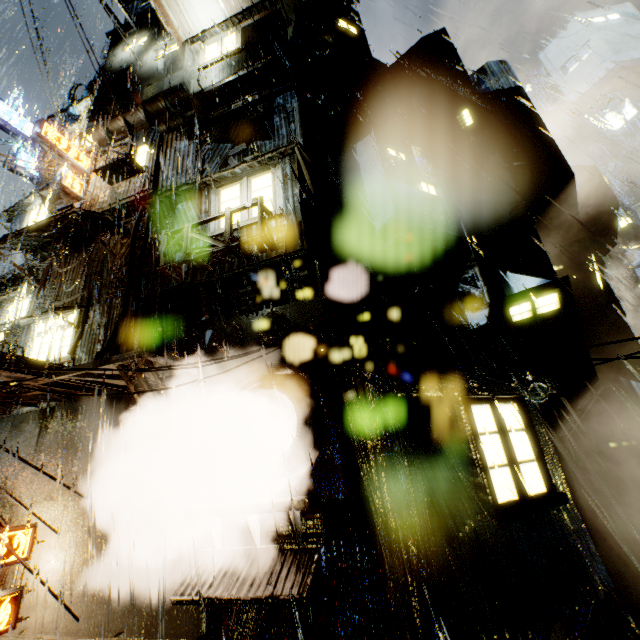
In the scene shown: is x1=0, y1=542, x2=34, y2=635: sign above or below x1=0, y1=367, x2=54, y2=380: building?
below

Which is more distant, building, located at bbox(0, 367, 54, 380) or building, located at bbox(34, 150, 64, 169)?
building, located at bbox(34, 150, 64, 169)

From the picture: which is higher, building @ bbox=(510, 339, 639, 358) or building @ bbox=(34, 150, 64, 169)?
building @ bbox=(34, 150, 64, 169)

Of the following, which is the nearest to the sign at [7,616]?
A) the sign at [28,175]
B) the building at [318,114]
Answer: the building at [318,114]

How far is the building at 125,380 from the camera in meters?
7.6

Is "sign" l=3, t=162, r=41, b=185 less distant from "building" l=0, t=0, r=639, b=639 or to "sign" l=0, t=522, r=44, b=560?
"building" l=0, t=0, r=639, b=639

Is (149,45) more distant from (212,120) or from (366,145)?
(366,145)

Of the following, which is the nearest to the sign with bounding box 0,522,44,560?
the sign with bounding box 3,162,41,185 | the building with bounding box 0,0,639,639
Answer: the building with bounding box 0,0,639,639
